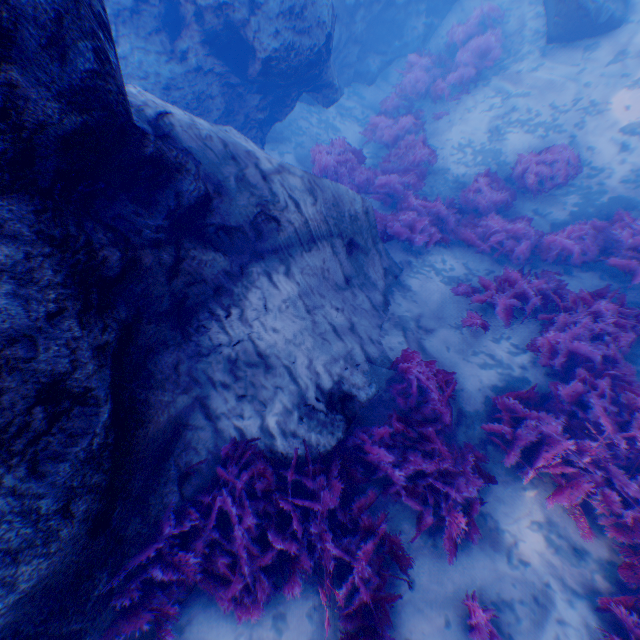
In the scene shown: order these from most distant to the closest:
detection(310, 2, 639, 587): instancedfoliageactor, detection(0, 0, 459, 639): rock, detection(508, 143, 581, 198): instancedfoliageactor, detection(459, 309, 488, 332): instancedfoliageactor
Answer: detection(508, 143, 581, 198): instancedfoliageactor
detection(459, 309, 488, 332): instancedfoliageactor
detection(310, 2, 639, 587): instancedfoliageactor
detection(0, 0, 459, 639): rock

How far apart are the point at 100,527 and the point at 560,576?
4.9 meters

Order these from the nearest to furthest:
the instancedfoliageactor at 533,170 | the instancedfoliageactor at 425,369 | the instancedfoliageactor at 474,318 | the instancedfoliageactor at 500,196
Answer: the instancedfoliageactor at 425,369
the instancedfoliageactor at 500,196
the instancedfoliageactor at 474,318
the instancedfoliageactor at 533,170

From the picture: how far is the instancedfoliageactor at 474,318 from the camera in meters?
5.8

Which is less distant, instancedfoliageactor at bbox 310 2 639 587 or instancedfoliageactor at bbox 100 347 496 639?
instancedfoliageactor at bbox 100 347 496 639

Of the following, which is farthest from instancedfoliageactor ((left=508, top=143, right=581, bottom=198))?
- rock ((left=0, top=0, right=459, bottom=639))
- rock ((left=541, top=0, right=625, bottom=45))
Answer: rock ((left=541, top=0, right=625, bottom=45))

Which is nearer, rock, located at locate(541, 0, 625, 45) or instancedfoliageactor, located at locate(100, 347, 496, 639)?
instancedfoliageactor, located at locate(100, 347, 496, 639)
